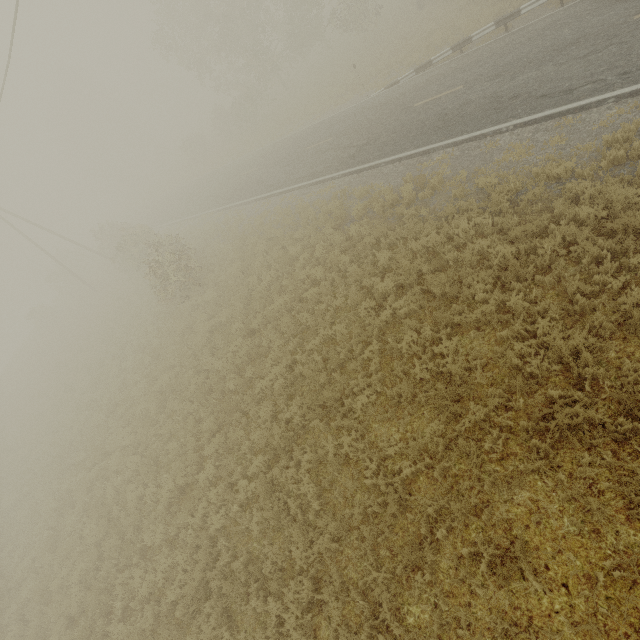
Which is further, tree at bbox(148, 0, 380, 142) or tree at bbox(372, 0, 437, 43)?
tree at bbox(148, 0, 380, 142)

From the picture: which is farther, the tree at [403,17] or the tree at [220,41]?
the tree at [220,41]

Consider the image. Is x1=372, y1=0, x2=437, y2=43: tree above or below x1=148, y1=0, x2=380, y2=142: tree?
A: below

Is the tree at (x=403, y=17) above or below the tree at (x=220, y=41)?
below

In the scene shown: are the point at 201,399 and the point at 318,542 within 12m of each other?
yes
